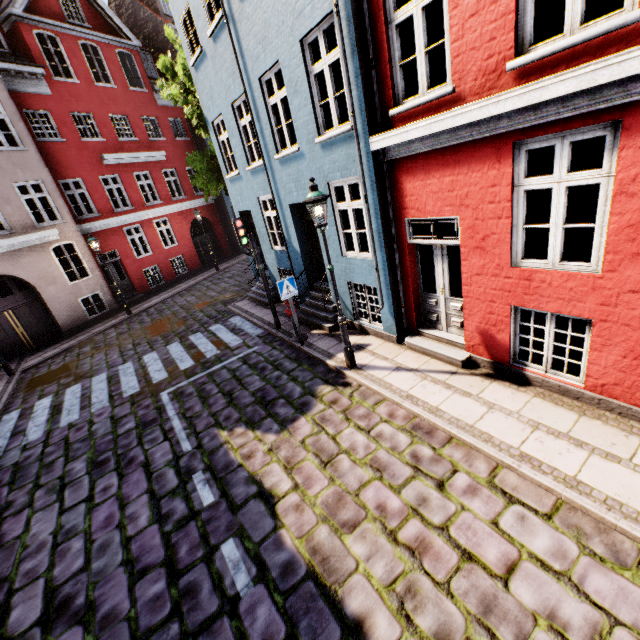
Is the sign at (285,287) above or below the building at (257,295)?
above

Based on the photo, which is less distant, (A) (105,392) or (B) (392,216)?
(B) (392,216)

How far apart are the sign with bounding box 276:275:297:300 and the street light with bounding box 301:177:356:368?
1.77m

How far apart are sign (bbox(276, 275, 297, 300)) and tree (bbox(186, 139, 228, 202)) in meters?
8.9 m

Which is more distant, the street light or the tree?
the tree

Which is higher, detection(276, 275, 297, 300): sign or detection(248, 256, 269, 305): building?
detection(276, 275, 297, 300): sign

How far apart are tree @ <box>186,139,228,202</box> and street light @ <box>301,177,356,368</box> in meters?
10.4

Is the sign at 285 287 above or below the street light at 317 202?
below
